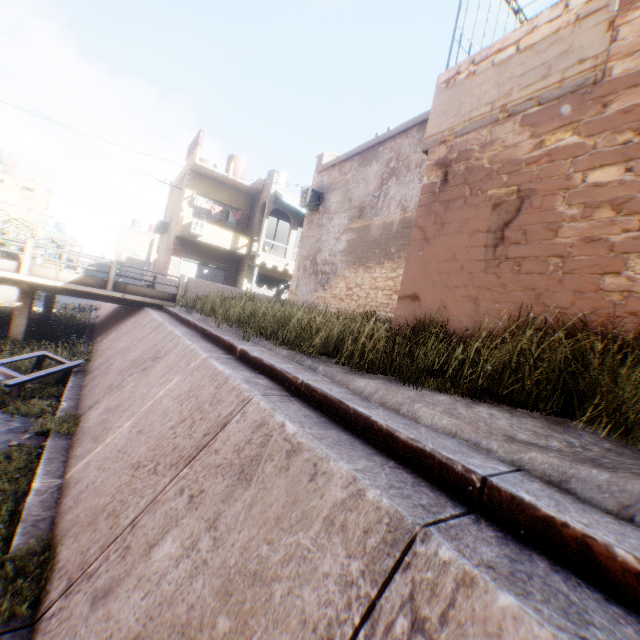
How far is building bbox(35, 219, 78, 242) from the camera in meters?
38.9

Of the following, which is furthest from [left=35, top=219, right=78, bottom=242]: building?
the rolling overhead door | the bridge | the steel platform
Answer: the steel platform

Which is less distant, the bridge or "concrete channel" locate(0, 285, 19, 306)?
the bridge

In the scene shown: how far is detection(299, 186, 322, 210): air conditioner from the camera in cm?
1479

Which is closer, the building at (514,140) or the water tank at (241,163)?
the building at (514,140)

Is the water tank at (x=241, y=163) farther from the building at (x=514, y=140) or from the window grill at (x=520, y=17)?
the window grill at (x=520, y=17)

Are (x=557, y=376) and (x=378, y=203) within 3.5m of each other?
no

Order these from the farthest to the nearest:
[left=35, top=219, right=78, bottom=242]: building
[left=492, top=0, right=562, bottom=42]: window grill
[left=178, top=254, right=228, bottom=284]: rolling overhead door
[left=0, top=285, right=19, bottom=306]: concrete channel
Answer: [left=35, top=219, right=78, bottom=242]: building, [left=178, top=254, right=228, bottom=284]: rolling overhead door, [left=0, top=285, right=19, bottom=306]: concrete channel, [left=492, top=0, right=562, bottom=42]: window grill
